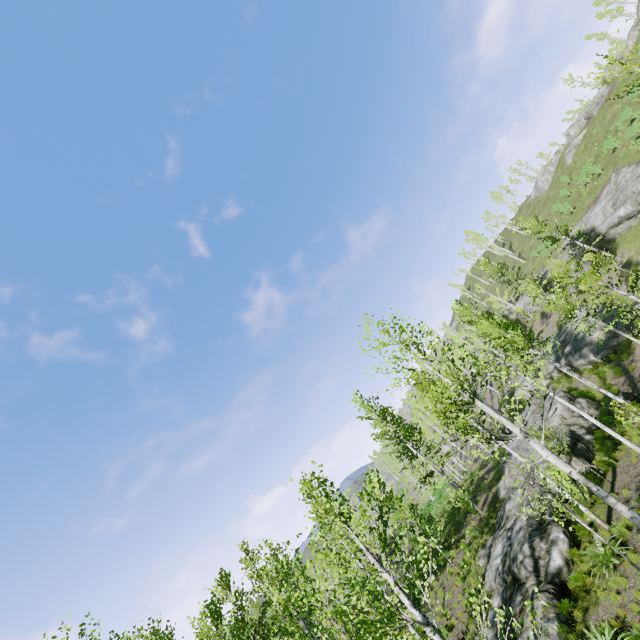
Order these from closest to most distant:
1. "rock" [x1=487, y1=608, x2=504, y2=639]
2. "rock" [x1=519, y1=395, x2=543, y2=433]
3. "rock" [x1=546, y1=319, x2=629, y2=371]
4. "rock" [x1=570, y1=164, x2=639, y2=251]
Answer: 1. "rock" [x1=487, y1=608, x2=504, y2=639]
2. "rock" [x1=519, y1=395, x2=543, y2=433]
3. "rock" [x1=546, y1=319, x2=629, y2=371]
4. "rock" [x1=570, y1=164, x2=639, y2=251]

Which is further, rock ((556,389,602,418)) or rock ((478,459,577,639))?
rock ((556,389,602,418))

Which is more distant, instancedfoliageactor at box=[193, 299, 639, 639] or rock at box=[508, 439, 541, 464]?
rock at box=[508, 439, 541, 464]

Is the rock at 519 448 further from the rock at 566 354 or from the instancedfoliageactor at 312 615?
the rock at 566 354

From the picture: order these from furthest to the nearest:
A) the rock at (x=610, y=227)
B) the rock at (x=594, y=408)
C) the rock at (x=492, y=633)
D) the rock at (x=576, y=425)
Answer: the rock at (x=610, y=227), the rock at (x=594, y=408), the rock at (x=576, y=425), the rock at (x=492, y=633)

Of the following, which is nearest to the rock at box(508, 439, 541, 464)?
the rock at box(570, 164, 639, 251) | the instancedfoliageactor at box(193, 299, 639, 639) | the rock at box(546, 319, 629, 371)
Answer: the instancedfoliageactor at box(193, 299, 639, 639)

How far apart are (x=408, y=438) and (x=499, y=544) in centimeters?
3366cm

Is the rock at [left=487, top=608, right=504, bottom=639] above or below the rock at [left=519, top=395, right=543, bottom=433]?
below
